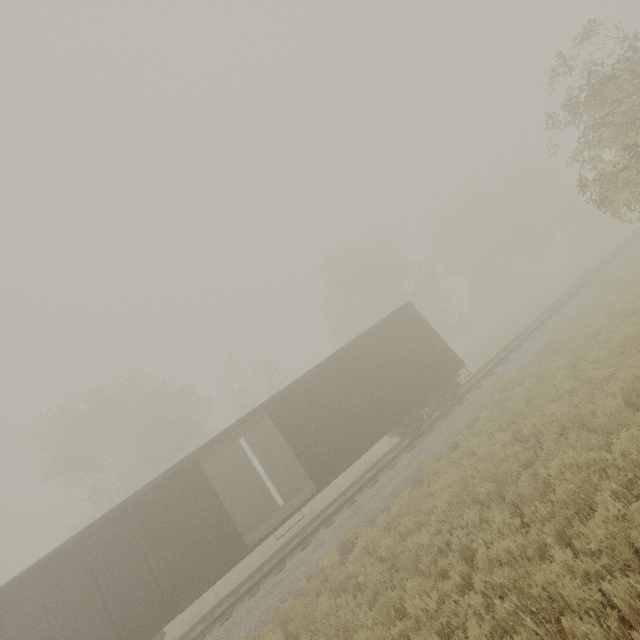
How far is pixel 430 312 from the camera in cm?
3422

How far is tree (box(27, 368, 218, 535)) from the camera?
24.8m

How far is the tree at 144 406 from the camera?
24.8 meters

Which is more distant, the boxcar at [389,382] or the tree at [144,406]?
the tree at [144,406]

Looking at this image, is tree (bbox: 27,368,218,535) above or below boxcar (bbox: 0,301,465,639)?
above

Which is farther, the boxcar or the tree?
the tree
